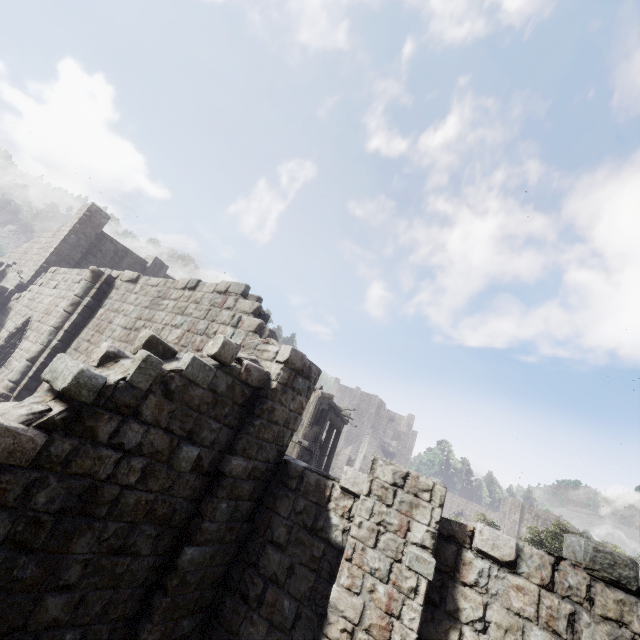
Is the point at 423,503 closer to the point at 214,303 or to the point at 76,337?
the point at 214,303
